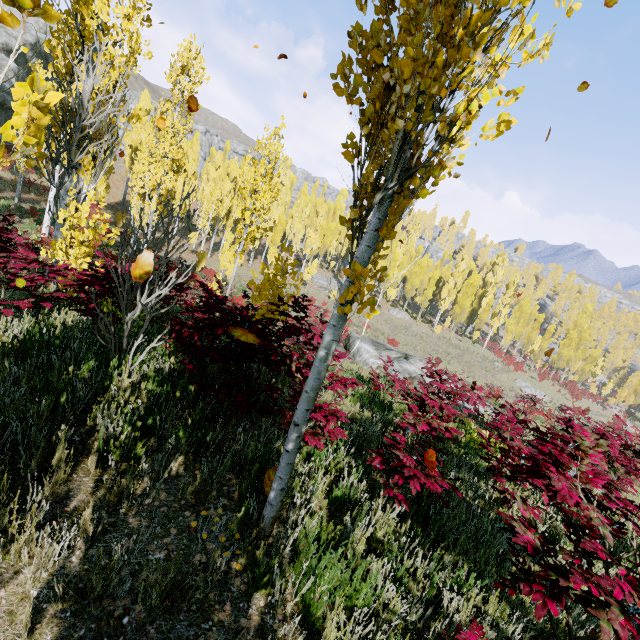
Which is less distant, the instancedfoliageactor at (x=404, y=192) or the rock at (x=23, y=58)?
the instancedfoliageactor at (x=404, y=192)

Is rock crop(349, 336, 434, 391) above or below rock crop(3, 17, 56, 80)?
below

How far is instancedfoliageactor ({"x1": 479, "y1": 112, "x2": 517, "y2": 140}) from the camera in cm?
228

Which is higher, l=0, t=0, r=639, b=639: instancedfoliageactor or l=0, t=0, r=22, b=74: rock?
l=0, t=0, r=22, b=74: rock

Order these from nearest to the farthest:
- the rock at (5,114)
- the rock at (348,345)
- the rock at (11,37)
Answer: the rock at (348,345) < the rock at (5,114) < the rock at (11,37)

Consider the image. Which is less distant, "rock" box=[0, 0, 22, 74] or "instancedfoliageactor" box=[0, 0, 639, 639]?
"instancedfoliageactor" box=[0, 0, 639, 639]

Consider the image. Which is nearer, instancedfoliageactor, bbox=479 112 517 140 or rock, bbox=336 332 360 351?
instancedfoliageactor, bbox=479 112 517 140

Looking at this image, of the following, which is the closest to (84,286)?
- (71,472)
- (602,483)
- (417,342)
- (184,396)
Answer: (184,396)
